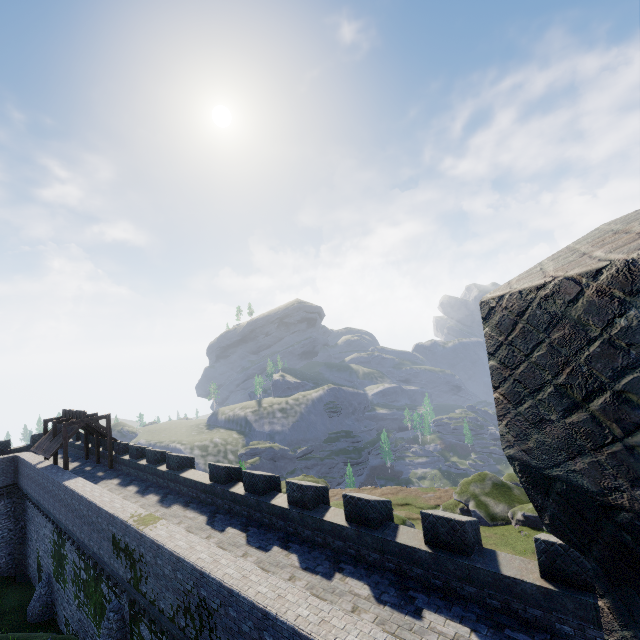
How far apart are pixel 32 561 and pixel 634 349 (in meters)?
43.12
